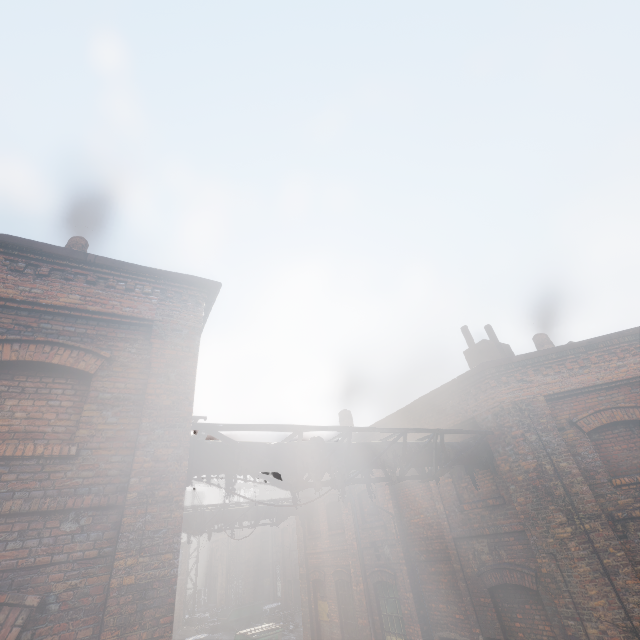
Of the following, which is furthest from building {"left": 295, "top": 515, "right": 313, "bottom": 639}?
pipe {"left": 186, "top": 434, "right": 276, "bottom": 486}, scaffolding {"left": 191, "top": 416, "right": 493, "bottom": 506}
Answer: scaffolding {"left": 191, "top": 416, "right": 493, "bottom": 506}

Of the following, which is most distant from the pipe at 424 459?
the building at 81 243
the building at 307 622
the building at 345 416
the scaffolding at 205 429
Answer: the building at 81 243

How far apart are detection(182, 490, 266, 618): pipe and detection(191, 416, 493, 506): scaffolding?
0.0m

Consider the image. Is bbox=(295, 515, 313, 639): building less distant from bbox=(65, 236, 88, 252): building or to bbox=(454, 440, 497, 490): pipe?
bbox=(454, 440, 497, 490): pipe

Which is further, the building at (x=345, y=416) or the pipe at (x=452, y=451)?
the building at (x=345, y=416)

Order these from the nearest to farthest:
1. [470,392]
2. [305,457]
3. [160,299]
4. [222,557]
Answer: [160,299] < [305,457] < [470,392] < [222,557]

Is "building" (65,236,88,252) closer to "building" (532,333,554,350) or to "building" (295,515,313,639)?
"building" (295,515,313,639)

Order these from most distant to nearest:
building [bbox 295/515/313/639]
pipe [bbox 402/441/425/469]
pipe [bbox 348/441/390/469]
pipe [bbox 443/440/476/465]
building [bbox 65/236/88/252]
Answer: building [bbox 295/515/313/639], building [bbox 65/236/88/252], pipe [bbox 443/440/476/465], pipe [bbox 402/441/425/469], pipe [bbox 348/441/390/469]
